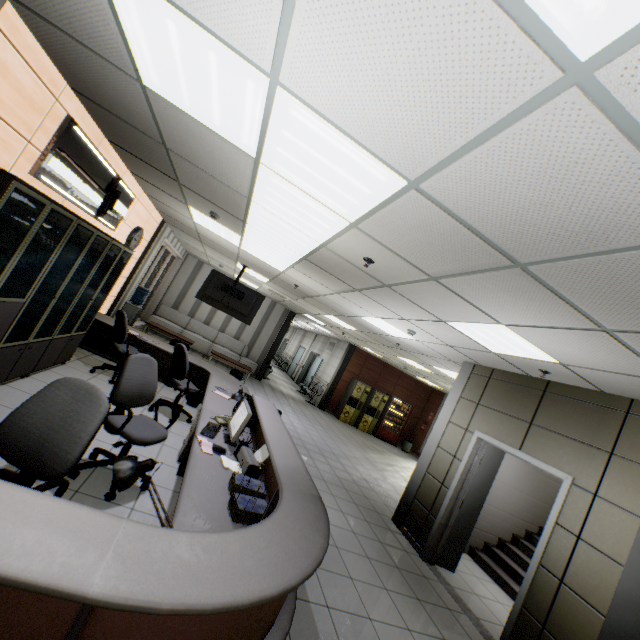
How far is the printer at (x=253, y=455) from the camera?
2.9m

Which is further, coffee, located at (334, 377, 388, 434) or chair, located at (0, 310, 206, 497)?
coffee, located at (334, 377, 388, 434)

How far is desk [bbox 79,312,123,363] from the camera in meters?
6.4

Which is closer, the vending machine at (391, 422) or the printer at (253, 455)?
the printer at (253, 455)

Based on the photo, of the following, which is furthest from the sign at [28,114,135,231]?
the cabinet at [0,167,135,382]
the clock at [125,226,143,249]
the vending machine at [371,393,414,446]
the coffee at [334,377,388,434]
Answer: the vending machine at [371,393,414,446]

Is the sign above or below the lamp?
above

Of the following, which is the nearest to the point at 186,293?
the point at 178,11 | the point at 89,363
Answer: the point at 89,363

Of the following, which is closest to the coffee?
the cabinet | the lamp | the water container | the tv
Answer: the tv
